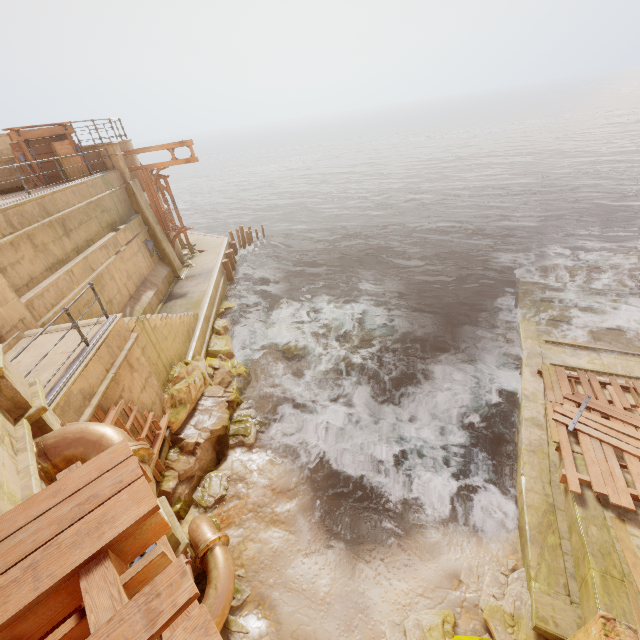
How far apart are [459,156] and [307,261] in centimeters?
4545cm

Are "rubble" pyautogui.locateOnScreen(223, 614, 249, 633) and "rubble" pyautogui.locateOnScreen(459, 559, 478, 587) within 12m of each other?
yes

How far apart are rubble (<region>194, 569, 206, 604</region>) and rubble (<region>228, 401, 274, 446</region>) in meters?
3.0 m

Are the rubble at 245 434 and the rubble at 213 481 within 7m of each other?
yes

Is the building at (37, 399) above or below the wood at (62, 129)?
below

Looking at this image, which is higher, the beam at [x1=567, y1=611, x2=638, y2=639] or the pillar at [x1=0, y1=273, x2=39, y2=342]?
the pillar at [x1=0, y1=273, x2=39, y2=342]

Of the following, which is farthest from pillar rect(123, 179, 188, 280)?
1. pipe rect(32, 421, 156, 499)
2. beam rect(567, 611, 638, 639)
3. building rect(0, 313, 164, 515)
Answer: beam rect(567, 611, 638, 639)

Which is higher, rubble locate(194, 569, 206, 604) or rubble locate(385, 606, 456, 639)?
rubble locate(194, 569, 206, 604)
